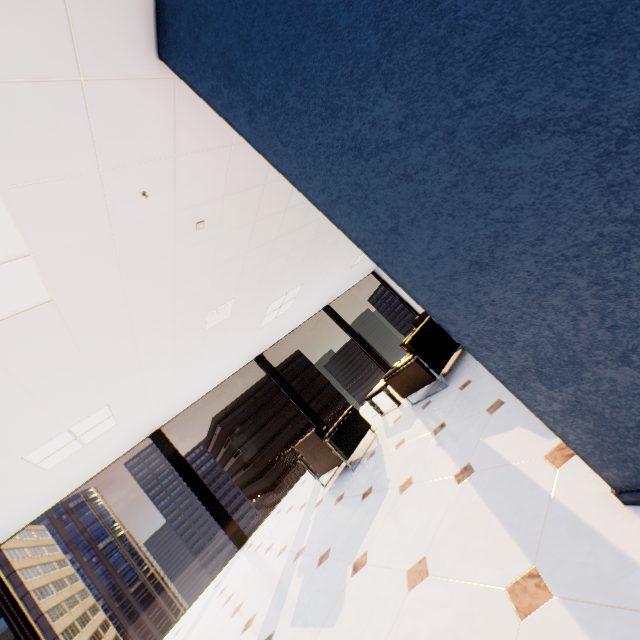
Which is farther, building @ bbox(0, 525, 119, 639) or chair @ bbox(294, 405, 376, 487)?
building @ bbox(0, 525, 119, 639)

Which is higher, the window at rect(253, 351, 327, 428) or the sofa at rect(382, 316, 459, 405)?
the window at rect(253, 351, 327, 428)

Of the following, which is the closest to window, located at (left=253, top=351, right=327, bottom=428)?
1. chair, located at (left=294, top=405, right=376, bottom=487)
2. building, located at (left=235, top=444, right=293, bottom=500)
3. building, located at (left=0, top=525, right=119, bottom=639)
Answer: chair, located at (left=294, top=405, right=376, bottom=487)

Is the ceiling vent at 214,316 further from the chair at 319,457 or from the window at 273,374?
the window at 273,374

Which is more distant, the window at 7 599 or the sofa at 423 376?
the window at 7 599

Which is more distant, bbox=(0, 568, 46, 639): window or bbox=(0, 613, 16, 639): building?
bbox=(0, 613, 16, 639): building

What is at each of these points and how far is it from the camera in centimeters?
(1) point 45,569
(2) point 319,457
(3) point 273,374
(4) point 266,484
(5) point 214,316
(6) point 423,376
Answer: (1) building, 5194cm
(2) chair, 490cm
(3) window, 865cm
(4) building, 5966cm
(5) ceiling vent, 475cm
(6) sofa, 438cm

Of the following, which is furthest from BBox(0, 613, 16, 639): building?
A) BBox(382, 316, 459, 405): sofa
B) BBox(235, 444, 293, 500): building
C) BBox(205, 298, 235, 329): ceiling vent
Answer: BBox(382, 316, 459, 405): sofa
